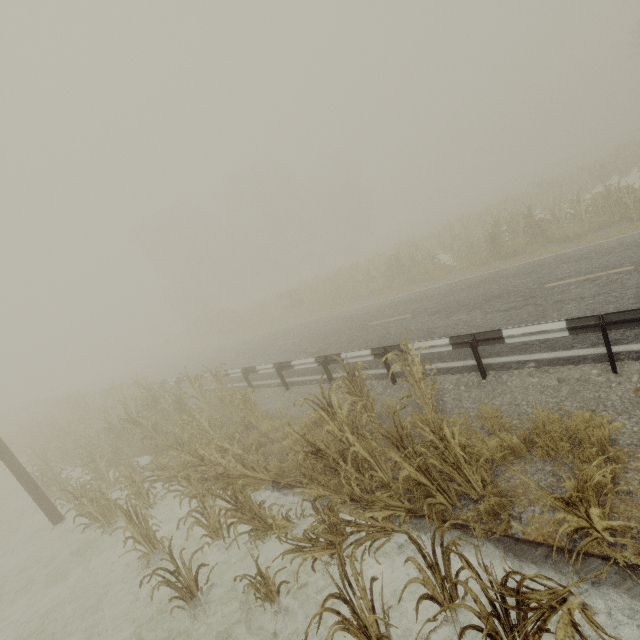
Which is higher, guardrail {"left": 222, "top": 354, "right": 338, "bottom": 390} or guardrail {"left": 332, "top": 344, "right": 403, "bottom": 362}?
guardrail {"left": 222, "top": 354, "right": 338, "bottom": 390}

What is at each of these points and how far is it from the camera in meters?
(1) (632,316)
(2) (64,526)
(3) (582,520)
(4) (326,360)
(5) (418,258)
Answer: (1) guardrail, 4.9 m
(2) utility pole, 9.4 m
(3) tree, 2.9 m
(4) guardrail, 9.1 m
(5) tree, 16.9 m

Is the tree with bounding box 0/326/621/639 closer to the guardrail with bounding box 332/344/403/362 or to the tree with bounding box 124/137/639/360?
the tree with bounding box 124/137/639/360

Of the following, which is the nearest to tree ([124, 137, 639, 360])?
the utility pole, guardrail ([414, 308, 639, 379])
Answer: the utility pole

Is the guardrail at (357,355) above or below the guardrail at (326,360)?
below

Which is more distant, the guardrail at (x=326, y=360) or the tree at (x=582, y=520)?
the guardrail at (x=326, y=360)

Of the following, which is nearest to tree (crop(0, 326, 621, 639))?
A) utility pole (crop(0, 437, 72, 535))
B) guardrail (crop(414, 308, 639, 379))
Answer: guardrail (crop(414, 308, 639, 379))

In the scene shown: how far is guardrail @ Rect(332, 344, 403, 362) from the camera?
7.71m
